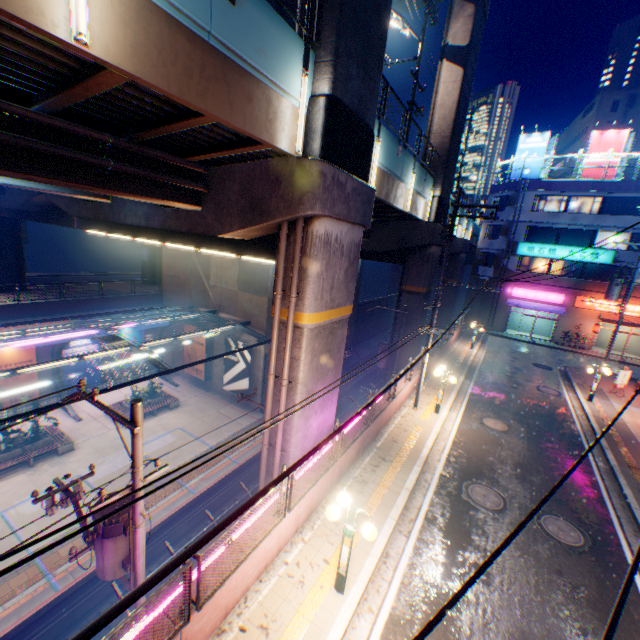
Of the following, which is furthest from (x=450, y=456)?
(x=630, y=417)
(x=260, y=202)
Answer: (x=630, y=417)

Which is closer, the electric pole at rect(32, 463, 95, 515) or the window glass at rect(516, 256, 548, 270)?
the electric pole at rect(32, 463, 95, 515)

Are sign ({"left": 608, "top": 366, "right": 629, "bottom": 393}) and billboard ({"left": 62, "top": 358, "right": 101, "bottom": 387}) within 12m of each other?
no

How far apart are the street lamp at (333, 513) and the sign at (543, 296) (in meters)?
34.56

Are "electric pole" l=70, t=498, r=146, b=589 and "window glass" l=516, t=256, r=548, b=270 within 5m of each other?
no

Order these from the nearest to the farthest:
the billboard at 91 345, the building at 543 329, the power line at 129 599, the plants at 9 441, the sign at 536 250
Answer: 1. the power line at 129 599
2. the plants at 9 441
3. the billboard at 91 345
4. the sign at 536 250
5. the building at 543 329

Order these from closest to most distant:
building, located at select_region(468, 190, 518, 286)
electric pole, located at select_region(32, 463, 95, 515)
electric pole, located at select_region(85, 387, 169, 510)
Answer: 1. electric pole, located at select_region(85, 387, 169, 510)
2. electric pole, located at select_region(32, 463, 95, 515)
3. building, located at select_region(468, 190, 518, 286)

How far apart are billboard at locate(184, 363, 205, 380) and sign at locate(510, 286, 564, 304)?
30.9m
